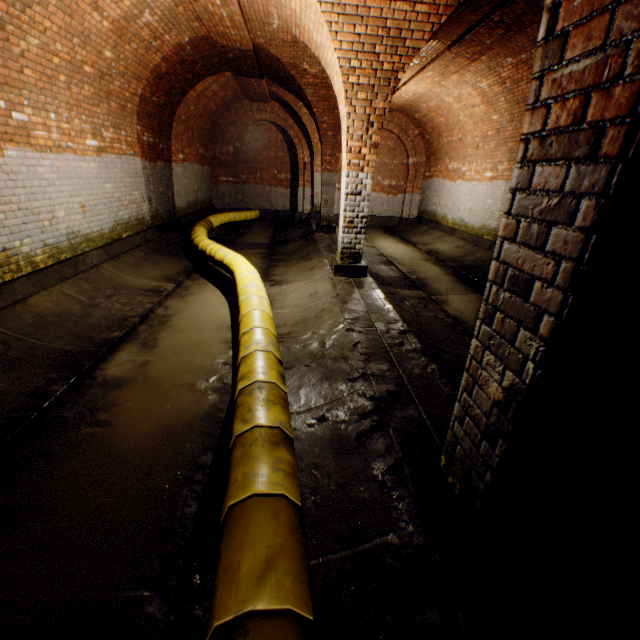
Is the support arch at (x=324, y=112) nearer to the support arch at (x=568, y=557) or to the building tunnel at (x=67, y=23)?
the building tunnel at (x=67, y=23)

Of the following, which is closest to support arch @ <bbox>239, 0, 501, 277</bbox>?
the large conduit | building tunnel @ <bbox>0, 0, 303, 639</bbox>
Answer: building tunnel @ <bbox>0, 0, 303, 639</bbox>

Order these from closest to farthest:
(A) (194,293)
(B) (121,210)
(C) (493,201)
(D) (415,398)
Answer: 1. (D) (415,398)
2. (A) (194,293)
3. (B) (121,210)
4. (C) (493,201)

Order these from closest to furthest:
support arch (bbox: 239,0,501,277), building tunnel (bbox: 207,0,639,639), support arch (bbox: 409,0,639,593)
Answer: support arch (bbox: 409,0,639,593)
building tunnel (bbox: 207,0,639,639)
support arch (bbox: 239,0,501,277)

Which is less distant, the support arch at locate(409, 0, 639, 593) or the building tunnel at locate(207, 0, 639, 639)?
the support arch at locate(409, 0, 639, 593)

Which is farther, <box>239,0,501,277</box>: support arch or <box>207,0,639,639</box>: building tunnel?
<box>239,0,501,277</box>: support arch

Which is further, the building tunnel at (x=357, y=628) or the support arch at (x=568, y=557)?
the building tunnel at (x=357, y=628)
